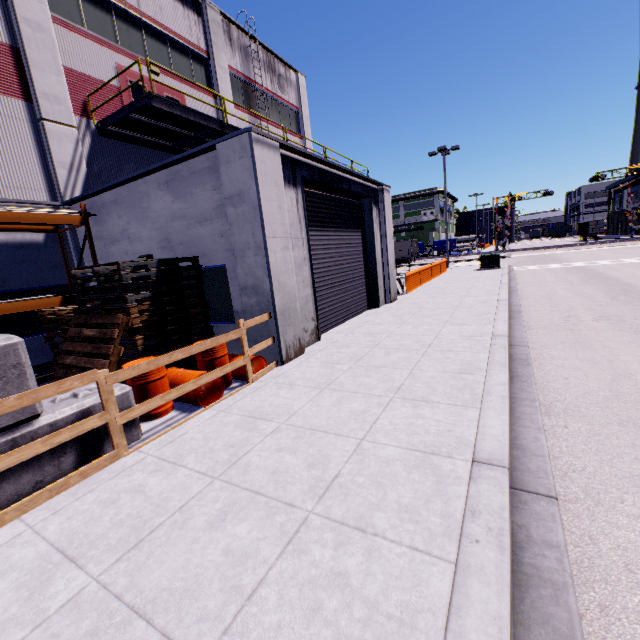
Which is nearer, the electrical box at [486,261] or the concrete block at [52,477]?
the concrete block at [52,477]

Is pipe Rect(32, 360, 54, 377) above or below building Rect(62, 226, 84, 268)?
below

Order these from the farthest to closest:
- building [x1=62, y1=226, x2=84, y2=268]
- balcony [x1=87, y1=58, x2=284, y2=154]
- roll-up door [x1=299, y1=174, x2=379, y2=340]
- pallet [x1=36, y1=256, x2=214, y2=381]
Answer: building [x1=62, y1=226, x2=84, y2=268] → balcony [x1=87, y1=58, x2=284, y2=154] → roll-up door [x1=299, y1=174, x2=379, y2=340] → pallet [x1=36, y1=256, x2=214, y2=381]

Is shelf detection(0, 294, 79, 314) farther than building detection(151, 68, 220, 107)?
No

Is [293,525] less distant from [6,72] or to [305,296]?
[305,296]

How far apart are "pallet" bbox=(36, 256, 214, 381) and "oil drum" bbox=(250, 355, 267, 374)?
0.86m

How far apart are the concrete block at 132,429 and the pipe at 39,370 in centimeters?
527cm

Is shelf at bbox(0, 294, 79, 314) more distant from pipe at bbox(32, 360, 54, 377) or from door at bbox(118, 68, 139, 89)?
door at bbox(118, 68, 139, 89)
